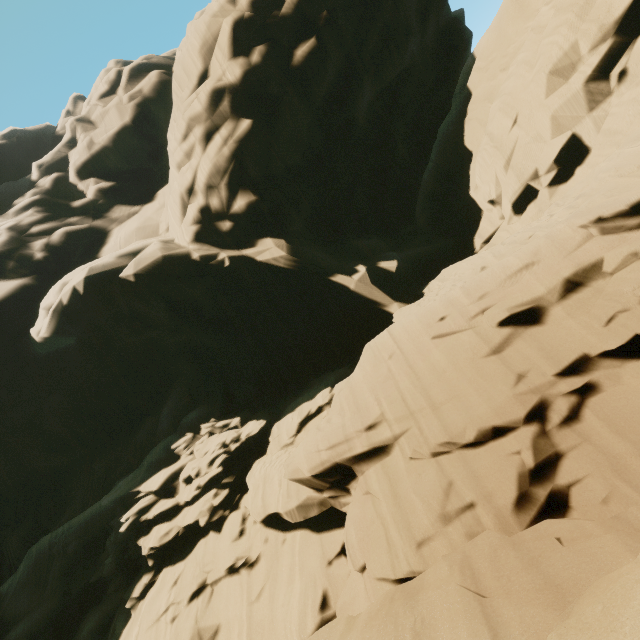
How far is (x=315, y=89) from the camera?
22.7 meters
